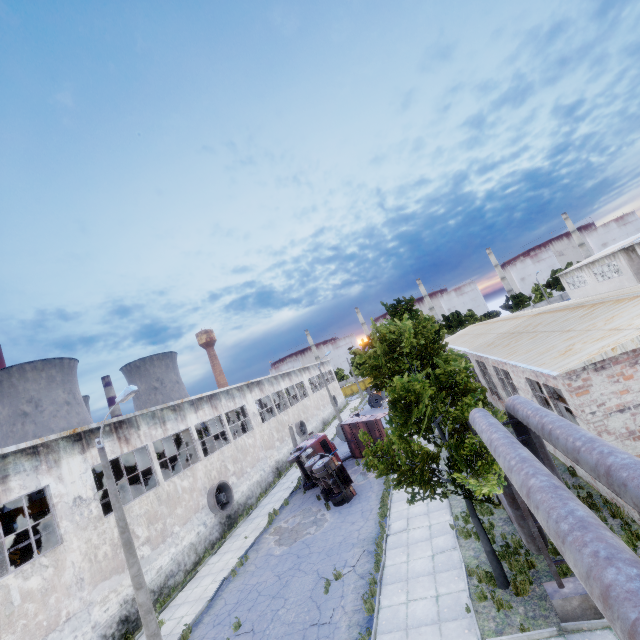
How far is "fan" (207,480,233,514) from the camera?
22.36m

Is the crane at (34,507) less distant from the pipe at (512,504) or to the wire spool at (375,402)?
the pipe at (512,504)

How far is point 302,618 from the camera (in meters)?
11.73

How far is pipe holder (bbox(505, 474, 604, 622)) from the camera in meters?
7.8 m

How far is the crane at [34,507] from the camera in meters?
18.9

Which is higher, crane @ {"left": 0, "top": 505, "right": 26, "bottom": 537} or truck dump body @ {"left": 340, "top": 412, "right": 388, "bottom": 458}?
crane @ {"left": 0, "top": 505, "right": 26, "bottom": 537}

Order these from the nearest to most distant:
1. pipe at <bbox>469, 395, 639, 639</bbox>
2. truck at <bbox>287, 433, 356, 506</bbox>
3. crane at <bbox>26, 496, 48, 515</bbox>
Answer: pipe at <bbox>469, 395, 639, 639</bbox> → crane at <bbox>26, 496, 48, 515</bbox> → truck at <bbox>287, 433, 356, 506</bbox>

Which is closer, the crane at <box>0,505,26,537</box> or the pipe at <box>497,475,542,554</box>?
the pipe at <box>497,475,542,554</box>
